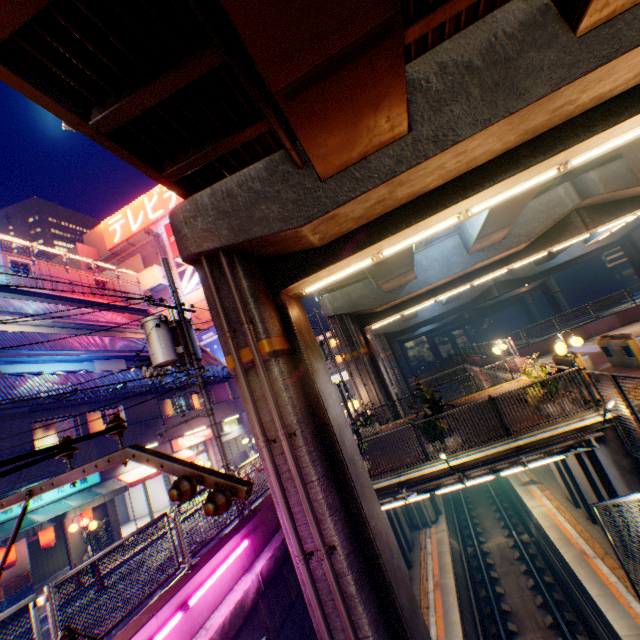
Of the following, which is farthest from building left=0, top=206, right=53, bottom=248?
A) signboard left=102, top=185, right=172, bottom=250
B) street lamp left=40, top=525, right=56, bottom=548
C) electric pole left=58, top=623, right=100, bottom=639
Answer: electric pole left=58, top=623, right=100, bottom=639

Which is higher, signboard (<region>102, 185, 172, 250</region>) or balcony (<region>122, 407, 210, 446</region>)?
signboard (<region>102, 185, 172, 250</region>)

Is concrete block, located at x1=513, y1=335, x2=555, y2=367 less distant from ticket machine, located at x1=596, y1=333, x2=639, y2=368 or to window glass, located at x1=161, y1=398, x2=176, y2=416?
ticket machine, located at x1=596, y1=333, x2=639, y2=368

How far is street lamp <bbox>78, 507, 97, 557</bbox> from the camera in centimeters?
1283cm

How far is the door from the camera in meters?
25.0

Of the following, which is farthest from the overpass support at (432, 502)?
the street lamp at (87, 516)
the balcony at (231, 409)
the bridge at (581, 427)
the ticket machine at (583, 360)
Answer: the balcony at (231, 409)

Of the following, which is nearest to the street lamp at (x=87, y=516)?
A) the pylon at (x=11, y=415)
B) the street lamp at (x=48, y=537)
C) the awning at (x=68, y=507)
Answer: the awning at (x=68, y=507)

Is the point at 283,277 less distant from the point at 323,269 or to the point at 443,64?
the point at 323,269
